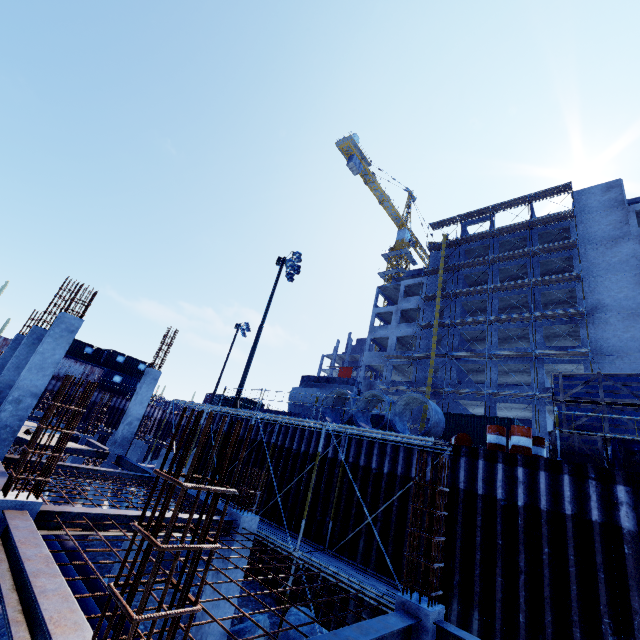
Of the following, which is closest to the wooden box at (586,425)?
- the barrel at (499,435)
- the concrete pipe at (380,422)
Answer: the barrel at (499,435)

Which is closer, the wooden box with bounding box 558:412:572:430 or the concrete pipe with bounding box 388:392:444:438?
the wooden box with bounding box 558:412:572:430

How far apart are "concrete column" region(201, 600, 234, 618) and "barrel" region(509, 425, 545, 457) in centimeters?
760cm

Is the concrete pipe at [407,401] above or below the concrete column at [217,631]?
above

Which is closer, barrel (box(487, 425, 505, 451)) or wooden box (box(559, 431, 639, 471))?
wooden box (box(559, 431, 639, 471))

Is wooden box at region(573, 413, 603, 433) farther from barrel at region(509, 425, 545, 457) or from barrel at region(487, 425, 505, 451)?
barrel at region(487, 425, 505, 451)

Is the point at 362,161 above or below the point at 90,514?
above

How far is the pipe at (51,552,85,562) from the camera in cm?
837
